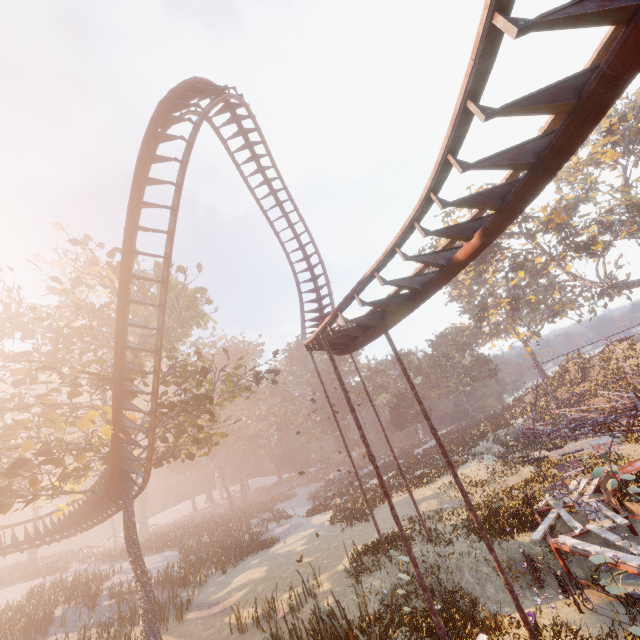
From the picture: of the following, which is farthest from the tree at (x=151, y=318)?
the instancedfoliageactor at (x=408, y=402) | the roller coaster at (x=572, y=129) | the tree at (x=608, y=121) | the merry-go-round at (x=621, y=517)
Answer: the tree at (x=608, y=121)

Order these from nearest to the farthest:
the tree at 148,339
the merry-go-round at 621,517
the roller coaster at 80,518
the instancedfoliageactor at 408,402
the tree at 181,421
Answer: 1. the merry-go-round at 621,517
2. the tree at 181,421
3. the tree at 148,339
4. the roller coaster at 80,518
5. the instancedfoliageactor at 408,402

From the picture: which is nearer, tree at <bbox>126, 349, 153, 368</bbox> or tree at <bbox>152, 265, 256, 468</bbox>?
tree at <bbox>126, 349, 153, 368</bbox>

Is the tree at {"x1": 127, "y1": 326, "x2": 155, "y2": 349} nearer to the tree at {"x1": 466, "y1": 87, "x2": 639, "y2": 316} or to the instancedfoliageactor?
the instancedfoliageactor

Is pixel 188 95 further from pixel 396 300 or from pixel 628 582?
pixel 628 582

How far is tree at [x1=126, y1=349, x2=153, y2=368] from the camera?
13.34m

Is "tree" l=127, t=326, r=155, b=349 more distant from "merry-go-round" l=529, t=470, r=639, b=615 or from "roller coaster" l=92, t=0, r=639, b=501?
"merry-go-round" l=529, t=470, r=639, b=615

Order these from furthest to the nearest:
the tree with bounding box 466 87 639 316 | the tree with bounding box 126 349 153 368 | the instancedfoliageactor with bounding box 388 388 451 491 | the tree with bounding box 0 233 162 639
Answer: the tree with bounding box 466 87 639 316, the instancedfoliageactor with bounding box 388 388 451 491, the tree with bounding box 126 349 153 368, the tree with bounding box 0 233 162 639
